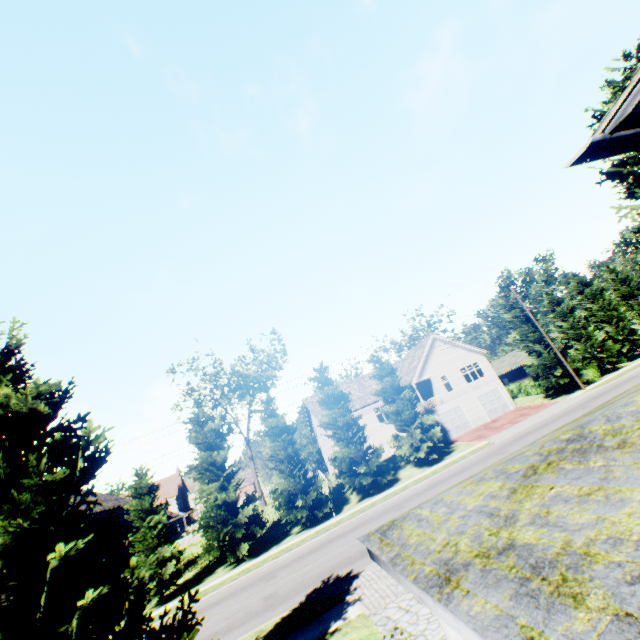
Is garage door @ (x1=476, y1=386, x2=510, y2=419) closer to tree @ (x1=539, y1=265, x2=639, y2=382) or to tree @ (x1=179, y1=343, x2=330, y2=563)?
tree @ (x1=179, y1=343, x2=330, y2=563)

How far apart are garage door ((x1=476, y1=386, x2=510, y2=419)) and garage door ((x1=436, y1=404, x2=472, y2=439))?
2.16m

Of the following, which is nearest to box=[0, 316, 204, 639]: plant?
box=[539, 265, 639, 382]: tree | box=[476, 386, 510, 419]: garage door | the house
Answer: box=[539, 265, 639, 382]: tree

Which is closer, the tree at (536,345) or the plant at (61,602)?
the plant at (61,602)

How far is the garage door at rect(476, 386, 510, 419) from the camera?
35.7 meters

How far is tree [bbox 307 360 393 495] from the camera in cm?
2589

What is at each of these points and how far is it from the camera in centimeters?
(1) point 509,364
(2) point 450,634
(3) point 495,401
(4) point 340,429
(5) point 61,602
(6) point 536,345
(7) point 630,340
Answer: (1) house, 4891cm
(2) pillar, 496cm
(3) garage door, 3628cm
(4) tree, 2722cm
(5) plant, 600cm
(6) tree, 3372cm
(7) tree, 3634cm

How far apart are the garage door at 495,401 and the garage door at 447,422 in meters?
2.2
